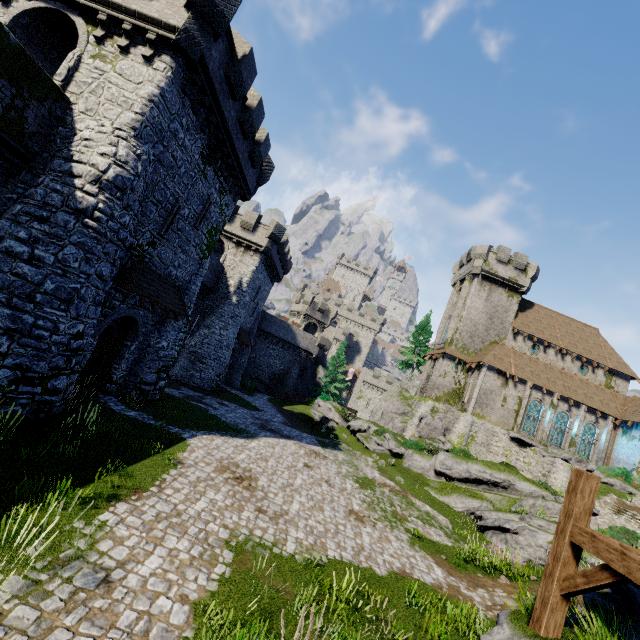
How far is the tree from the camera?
47.5m

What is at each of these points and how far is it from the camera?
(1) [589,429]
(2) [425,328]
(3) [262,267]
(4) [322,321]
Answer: (1) window glass, 33.69m
(2) tree, 48.03m
(3) building, 32.97m
(4) building tower, 55.62m

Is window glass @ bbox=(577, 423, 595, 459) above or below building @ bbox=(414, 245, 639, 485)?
above

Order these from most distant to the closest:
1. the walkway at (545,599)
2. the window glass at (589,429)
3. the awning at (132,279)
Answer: the window glass at (589,429) → the awning at (132,279) → the walkway at (545,599)

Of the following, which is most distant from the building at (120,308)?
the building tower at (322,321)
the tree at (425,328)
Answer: the tree at (425,328)

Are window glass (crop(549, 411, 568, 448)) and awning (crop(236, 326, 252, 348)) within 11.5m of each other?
no

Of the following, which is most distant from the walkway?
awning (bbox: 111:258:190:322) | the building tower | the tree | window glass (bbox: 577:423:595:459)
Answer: the building tower

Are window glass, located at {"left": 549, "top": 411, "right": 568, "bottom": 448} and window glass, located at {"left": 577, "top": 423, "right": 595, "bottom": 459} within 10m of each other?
yes
